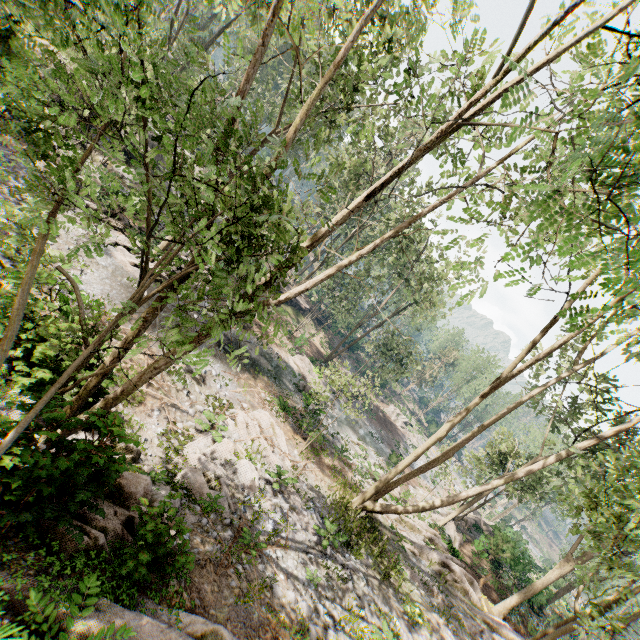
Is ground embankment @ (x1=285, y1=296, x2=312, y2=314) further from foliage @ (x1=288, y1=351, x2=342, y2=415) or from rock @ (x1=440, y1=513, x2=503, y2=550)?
rock @ (x1=440, y1=513, x2=503, y2=550)

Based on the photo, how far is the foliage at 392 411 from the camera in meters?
46.6 m

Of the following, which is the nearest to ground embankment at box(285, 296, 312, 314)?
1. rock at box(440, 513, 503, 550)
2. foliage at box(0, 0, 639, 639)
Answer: foliage at box(0, 0, 639, 639)

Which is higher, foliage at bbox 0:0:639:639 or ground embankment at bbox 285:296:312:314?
foliage at bbox 0:0:639:639

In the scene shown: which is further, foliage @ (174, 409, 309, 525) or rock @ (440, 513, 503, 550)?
rock @ (440, 513, 503, 550)

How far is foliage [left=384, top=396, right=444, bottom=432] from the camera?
46.60m

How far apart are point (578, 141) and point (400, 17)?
13.7m

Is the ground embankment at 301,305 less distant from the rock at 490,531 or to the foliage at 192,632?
the foliage at 192,632
